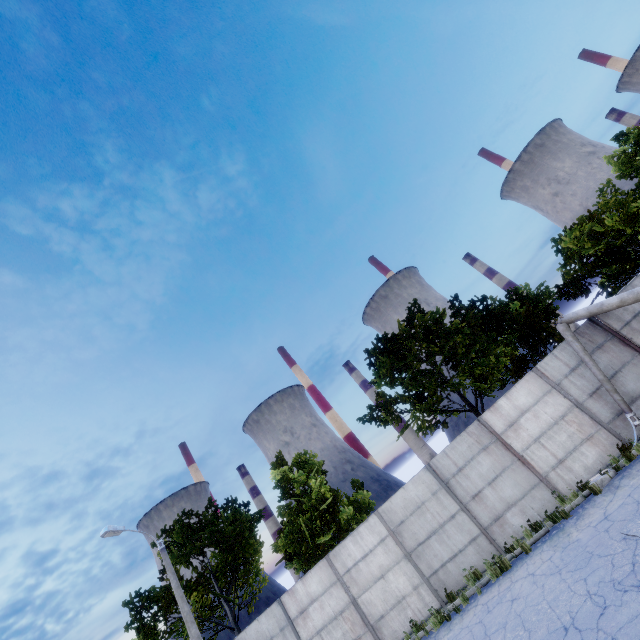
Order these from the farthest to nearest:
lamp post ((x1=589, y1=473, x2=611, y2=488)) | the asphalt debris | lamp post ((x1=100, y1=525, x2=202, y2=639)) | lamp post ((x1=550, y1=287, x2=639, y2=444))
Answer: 1. lamp post ((x1=100, y1=525, x2=202, y2=639))
2. lamp post ((x1=550, y1=287, x2=639, y2=444))
3. lamp post ((x1=589, y1=473, x2=611, y2=488))
4. the asphalt debris

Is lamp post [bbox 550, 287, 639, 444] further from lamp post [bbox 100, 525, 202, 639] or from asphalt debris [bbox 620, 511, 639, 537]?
lamp post [bbox 100, 525, 202, 639]

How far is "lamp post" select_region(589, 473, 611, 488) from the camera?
10.2 meters

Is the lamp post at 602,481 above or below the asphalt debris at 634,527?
above

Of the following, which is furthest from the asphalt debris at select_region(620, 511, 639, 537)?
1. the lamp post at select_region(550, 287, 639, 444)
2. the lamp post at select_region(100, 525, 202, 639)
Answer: the lamp post at select_region(100, 525, 202, 639)

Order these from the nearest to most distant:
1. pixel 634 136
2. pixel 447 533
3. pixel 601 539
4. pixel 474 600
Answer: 1. pixel 601 539
2. pixel 474 600
3. pixel 447 533
4. pixel 634 136

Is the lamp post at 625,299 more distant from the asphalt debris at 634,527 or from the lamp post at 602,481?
the asphalt debris at 634,527
